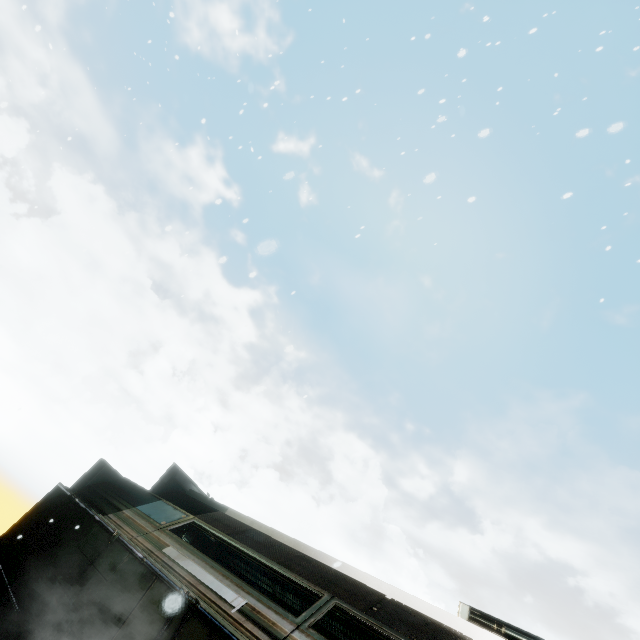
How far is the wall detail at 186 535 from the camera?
9.70m

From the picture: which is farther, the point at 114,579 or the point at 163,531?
the point at 163,531

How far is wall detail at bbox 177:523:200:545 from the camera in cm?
970

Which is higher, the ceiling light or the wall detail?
the wall detail

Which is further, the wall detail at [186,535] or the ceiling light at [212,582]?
the wall detail at [186,535]

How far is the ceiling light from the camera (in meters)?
4.34

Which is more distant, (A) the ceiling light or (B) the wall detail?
(B) the wall detail
